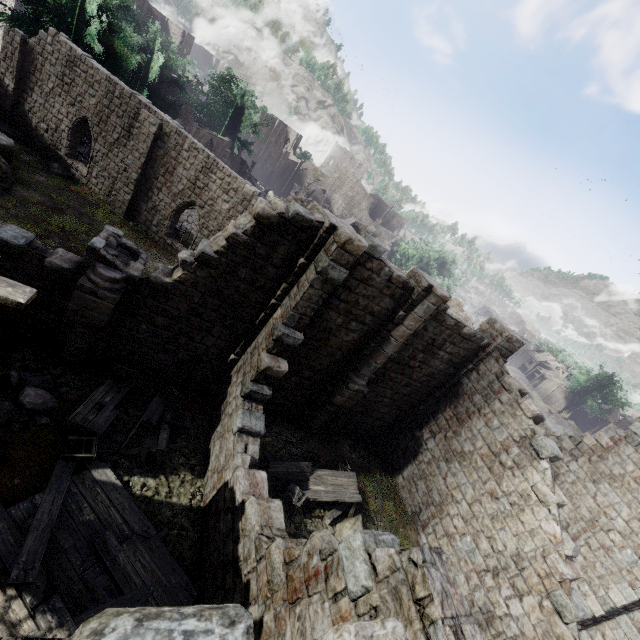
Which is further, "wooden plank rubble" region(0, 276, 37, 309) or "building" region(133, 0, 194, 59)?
"building" region(133, 0, 194, 59)

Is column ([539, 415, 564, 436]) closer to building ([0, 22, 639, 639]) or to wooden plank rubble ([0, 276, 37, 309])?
building ([0, 22, 639, 639])

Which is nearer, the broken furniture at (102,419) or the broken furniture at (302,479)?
the broken furniture at (102,419)

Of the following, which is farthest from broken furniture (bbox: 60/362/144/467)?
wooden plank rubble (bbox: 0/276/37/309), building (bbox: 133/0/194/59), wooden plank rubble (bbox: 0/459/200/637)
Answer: wooden plank rubble (bbox: 0/276/37/309)

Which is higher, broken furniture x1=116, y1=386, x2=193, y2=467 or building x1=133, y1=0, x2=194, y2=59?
building x1=133, y1=0, x2=194, y2=59

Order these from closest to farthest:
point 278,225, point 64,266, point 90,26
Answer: point 64,266, point 278,225, point 90,26

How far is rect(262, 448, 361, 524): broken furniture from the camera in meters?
10.8 m

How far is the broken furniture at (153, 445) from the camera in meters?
8.9 m
